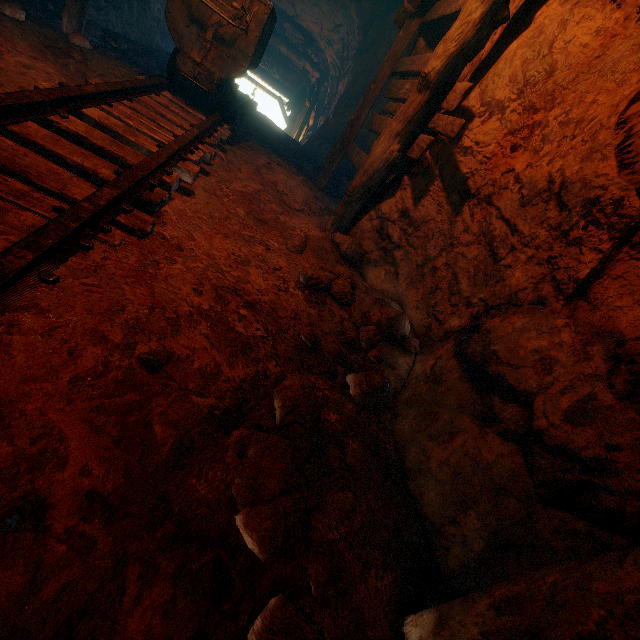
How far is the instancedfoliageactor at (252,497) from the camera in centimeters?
108cm

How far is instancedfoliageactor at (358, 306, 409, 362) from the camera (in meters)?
2.52

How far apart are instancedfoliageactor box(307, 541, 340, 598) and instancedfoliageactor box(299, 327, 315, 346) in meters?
0.5

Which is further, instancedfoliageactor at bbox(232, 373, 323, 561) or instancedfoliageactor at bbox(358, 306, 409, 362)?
instancedfoliageactor at bbox(358, 306, 409, 362)

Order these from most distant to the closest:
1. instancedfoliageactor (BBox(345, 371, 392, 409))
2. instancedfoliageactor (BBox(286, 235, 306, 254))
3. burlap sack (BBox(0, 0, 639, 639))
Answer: instancedfoliageactor (BBox(286, 235, 306, 254)) → instancedfoliageactor (BBox(345, 371, 392, 409)) → burlap sack (BBox(0, 0, 639, 639))

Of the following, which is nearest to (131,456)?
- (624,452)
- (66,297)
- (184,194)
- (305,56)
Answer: (66,297)

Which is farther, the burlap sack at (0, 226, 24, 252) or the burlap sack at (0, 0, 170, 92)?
the burlap sack at (0, 0, 170, 92)

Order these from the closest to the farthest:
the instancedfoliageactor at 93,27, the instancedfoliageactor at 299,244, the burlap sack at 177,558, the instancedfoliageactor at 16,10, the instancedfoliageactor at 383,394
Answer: the burlap sack at 177,558 < the instancedfoliageactor at 383,394 < the instancedfoliageactor at 299,244 < the instancedfoliageactor at 16,10 < the instancedfoliageactor at 93,27
